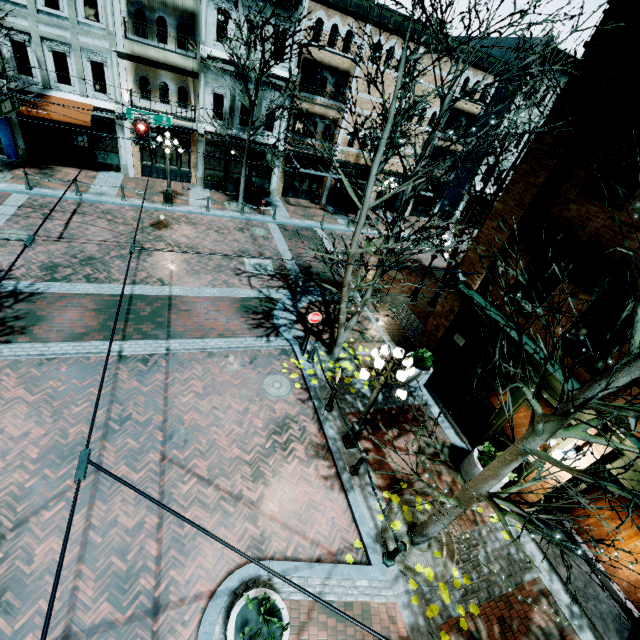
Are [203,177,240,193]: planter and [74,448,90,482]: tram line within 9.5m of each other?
no

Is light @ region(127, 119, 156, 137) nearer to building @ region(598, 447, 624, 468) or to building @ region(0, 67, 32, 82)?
building @ region(0, 67, 32, 82)

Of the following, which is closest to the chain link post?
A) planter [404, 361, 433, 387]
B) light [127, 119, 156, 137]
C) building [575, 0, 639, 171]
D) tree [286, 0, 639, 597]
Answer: tree [286, 0, 639, 597]

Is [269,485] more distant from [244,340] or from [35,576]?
[244,340]

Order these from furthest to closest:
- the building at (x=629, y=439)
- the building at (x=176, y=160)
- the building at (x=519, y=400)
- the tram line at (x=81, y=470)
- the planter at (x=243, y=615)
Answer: the building at (x=176, y=160) → the building at (x=519, y=400) → the building at (x=629, y=439) → the planter at (x=243, y=615) → the tram line at (x=81, y=470)

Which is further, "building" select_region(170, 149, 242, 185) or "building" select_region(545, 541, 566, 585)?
"building" select_region(170, 149, 242, 185)

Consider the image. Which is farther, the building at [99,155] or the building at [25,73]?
the building at [99,155]

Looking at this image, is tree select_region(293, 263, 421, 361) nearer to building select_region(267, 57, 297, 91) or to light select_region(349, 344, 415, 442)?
light select_region(349, 344, 415, 442)
